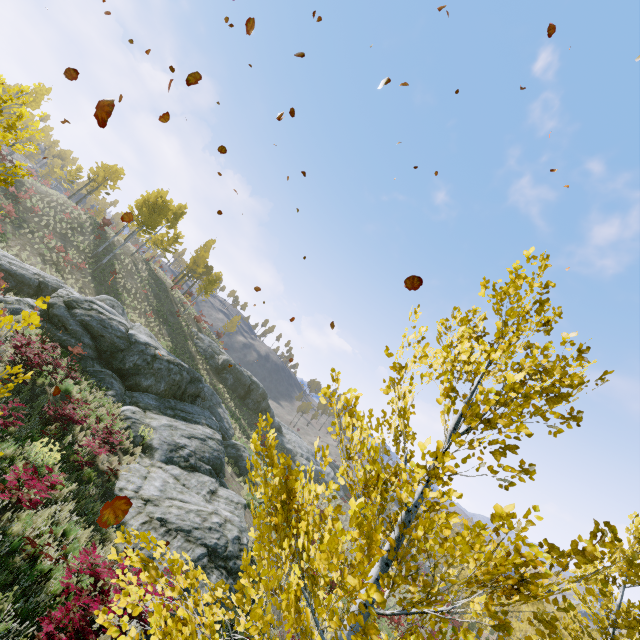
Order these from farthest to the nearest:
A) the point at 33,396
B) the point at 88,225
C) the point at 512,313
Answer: the point at 88,225 → the point at 33,396 → the point at 512,313

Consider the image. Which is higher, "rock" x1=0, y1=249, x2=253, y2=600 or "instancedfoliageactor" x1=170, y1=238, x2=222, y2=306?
"instancedfoliageactor" x1=170, y1=238, x2=222, y2=306

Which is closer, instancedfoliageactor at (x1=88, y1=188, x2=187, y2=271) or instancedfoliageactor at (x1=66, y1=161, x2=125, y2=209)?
instancedfoliageactor at (x1=88, y1=188, x2=187, y2=271)

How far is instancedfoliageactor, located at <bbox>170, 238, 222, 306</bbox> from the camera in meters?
42.3 m

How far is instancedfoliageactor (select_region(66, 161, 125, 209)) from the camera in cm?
4006

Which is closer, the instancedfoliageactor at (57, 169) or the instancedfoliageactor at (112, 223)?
the instancedfoliageactor at (112, 223)

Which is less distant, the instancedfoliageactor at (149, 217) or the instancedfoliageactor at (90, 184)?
the instancedfoliageactor at (149, 217)
